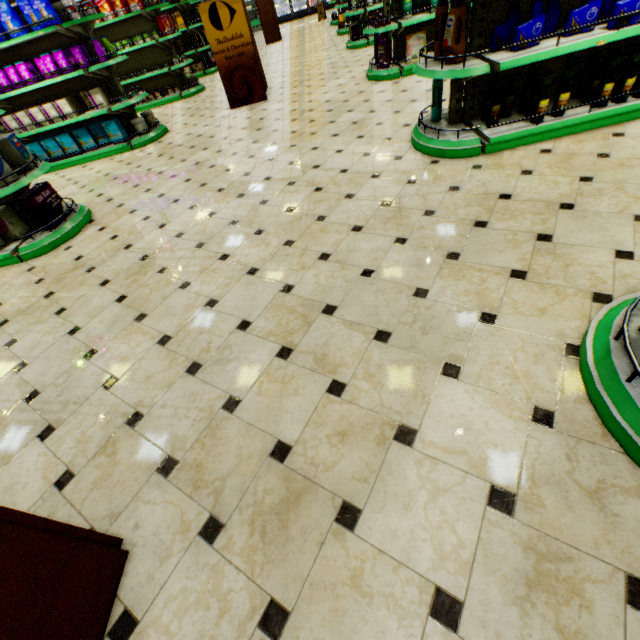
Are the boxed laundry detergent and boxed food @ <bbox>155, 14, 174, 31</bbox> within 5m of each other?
no

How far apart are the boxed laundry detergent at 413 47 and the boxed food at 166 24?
6.7m

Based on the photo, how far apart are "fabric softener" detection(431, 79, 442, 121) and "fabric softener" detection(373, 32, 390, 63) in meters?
3.1

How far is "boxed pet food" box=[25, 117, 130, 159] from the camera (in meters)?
6.31

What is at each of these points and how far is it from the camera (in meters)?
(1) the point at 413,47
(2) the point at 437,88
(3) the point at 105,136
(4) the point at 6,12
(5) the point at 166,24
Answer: (1) boxed laundry detergent, 5.64
(2) fabric softener, 3.47
(3) boxed pet food, 6.48
(4) bagged pet food, 5.22
(5) boxed food, 8.38

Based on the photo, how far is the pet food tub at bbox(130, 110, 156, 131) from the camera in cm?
638

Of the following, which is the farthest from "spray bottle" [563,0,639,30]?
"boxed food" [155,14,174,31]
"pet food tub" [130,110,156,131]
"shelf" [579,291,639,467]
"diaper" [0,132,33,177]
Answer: "boxed food" [155,14,174,31]

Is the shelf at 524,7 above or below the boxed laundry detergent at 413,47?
above
